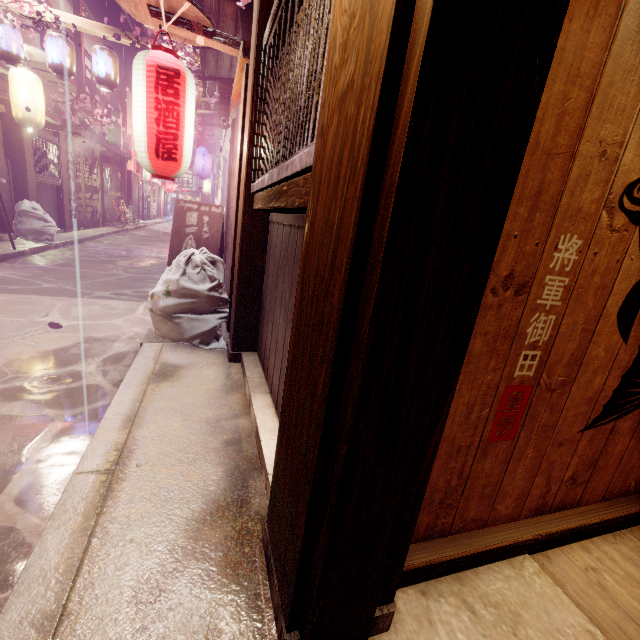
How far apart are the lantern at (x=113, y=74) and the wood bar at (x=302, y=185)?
11.9m

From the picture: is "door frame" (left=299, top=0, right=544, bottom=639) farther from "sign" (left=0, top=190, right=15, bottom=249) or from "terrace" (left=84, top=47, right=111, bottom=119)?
"terrace" (left=84, top=47, right=111, bottom=119)

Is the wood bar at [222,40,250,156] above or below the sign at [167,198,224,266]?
above

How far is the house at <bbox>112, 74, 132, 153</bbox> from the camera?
32.0m

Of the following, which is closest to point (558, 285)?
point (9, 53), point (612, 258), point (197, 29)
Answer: point (612, 258)

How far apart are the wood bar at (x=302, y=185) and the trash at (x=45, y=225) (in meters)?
15.08

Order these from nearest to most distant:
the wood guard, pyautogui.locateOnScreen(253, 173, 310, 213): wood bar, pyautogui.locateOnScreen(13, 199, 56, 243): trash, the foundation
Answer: pyautogui.locateOnScreen(253, 173, 310, 213): wood bar, the foundation, the wood guard, pyautogui.locateOnScreen(13, 199, 56, 243): trash

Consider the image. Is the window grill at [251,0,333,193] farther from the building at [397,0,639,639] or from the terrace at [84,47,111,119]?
the terrace at [84,47,111,119]
